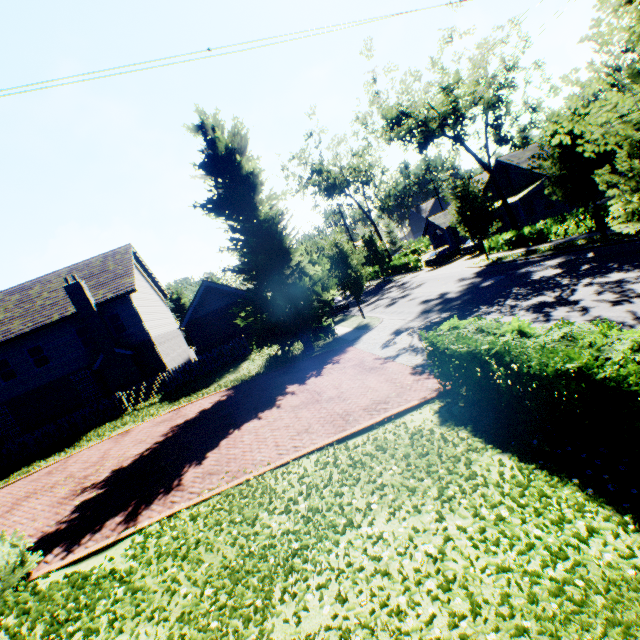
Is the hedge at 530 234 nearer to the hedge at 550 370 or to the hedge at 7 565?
the hedge at 550 370

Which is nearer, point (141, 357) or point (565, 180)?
point (565, 180)

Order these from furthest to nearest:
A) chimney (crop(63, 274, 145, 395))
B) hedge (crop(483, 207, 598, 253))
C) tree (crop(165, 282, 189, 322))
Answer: tree (crop(165, 282, 189, 322))
chimney (crop(63, 274, 145, 395))
hedge (crop(483, 207, 598, 253))

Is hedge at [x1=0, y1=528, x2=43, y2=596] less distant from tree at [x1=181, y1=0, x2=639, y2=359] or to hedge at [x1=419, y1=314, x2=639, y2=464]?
hedge at [x1=419, y1=314, x2=639, y2=464]

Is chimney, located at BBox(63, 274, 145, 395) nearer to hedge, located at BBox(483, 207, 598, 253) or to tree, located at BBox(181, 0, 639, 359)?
tree, located at BBox(181, 0, 639, 359)

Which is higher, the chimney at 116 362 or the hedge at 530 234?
the chimney at 116 362

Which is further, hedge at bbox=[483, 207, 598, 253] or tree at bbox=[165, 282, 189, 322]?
tree at bbox=[165, 282, 189, 322]

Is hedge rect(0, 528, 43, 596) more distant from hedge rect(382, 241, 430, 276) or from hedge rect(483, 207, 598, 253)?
hedge rect(382, 241, 430, 276)
